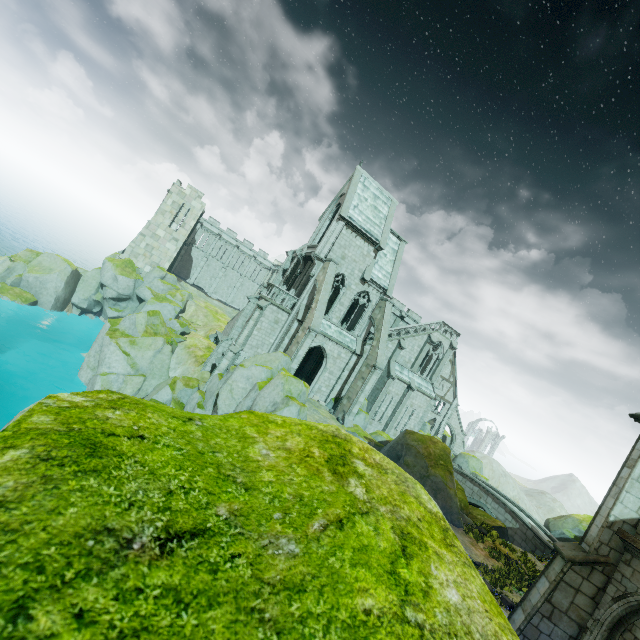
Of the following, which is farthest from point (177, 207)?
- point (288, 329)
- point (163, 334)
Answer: point (288, 329)

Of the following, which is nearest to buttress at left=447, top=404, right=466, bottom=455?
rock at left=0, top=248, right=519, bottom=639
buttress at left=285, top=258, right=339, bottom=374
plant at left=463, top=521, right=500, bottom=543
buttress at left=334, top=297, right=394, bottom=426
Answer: buttress at left=334, top=297, right=394, bottom=426

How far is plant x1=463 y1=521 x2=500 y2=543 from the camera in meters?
17.8

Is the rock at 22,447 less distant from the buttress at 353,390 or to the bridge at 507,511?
the buttress at 353,390

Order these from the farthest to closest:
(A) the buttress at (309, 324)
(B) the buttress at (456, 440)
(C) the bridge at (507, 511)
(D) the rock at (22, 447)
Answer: (B) the buttress at (456, 440) < (C) the bridge at (507, 511) < (A) the buttress at (309, 324) < (D) the rock at (22, 447)

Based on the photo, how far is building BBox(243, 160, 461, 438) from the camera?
28.52m

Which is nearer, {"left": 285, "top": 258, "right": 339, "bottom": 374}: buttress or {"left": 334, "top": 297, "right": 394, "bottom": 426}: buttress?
{"left": 285, "top": 258, "right": 339, "bottom": 374}: buttress

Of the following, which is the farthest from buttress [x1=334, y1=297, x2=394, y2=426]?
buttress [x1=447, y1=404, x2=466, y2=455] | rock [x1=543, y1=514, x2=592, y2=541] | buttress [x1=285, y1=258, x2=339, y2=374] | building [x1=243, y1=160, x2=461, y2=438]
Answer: buttress [x1=447, y1=404, x2=466, y2=455]
